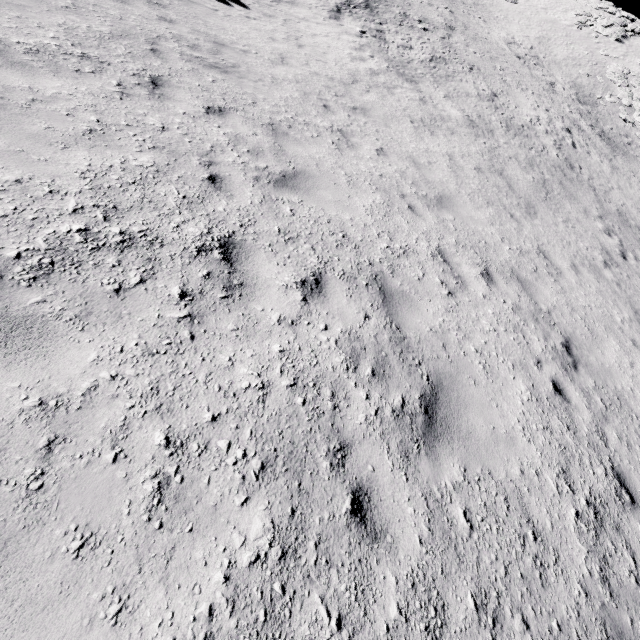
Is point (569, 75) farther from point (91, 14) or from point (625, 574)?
point (625, 574)
